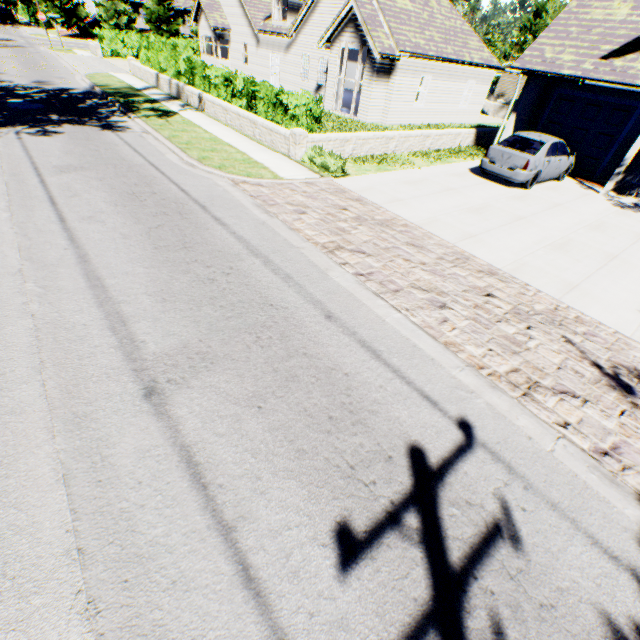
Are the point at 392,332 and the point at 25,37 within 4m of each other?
no

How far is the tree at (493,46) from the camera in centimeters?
3659cm

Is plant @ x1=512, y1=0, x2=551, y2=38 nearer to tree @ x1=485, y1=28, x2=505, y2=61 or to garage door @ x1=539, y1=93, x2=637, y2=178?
tree @ x1=485, y1=28, x2=505, y2=61

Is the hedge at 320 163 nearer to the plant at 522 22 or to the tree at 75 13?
the tree at 75 13

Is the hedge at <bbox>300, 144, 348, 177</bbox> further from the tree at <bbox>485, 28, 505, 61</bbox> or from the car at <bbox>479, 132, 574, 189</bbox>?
the tree at <bbox>485, 28, 505, 61</bbox>

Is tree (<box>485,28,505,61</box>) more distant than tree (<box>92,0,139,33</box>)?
No

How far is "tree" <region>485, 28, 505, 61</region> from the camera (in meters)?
36.59

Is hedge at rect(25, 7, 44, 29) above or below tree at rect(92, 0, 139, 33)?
below
